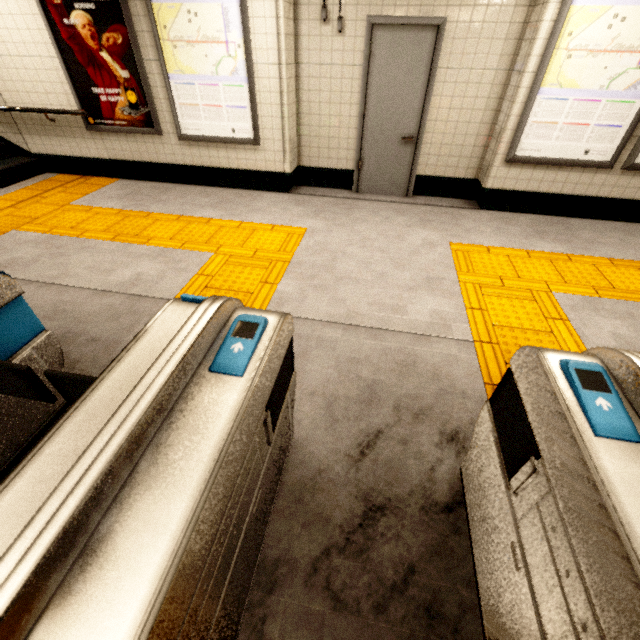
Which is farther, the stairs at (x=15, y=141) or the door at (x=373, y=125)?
the stairs at (x=15, y=141)

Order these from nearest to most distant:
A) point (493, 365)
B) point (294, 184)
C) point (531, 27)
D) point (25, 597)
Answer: point (25, 597), point (493, 365), point (531, 27), point (294, 184)

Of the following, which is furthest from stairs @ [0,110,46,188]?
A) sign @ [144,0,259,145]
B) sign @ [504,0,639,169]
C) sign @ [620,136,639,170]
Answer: sign @ [620,136,639,170]

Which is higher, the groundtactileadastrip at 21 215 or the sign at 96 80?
the sign at 96 80

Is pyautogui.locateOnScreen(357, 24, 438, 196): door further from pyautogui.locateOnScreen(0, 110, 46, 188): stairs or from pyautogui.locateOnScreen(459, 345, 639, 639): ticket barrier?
pyautogui.locateOnScreen(0, 110, 46, 188): stairs

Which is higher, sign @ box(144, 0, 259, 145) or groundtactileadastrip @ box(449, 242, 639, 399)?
sign @ box(144, 0, 259, 145)

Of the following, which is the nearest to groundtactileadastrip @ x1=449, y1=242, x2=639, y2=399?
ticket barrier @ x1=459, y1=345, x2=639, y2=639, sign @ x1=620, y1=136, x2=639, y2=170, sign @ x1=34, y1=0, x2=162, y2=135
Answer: ticket barrier @ x1=459, y1=345, x2=639, y2=639

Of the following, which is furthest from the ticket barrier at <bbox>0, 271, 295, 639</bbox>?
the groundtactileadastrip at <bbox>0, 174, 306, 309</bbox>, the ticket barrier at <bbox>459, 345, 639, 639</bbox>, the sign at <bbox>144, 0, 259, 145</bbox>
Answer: the sign at <bbox>144, 0, 259, 145</bbox>
